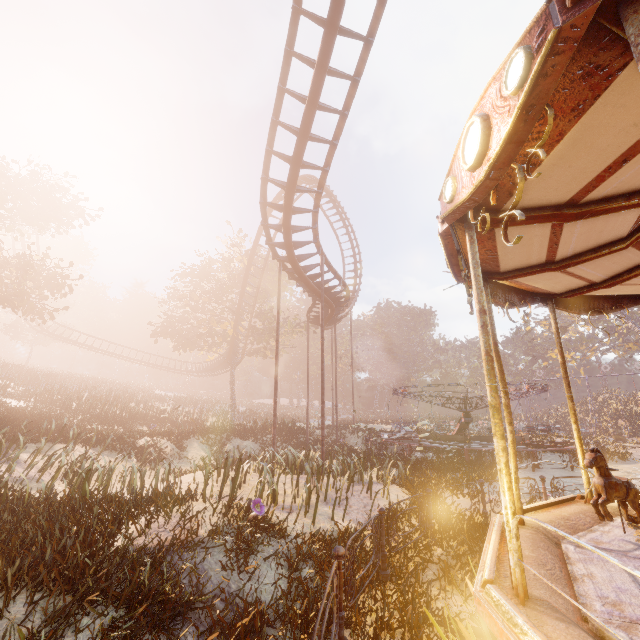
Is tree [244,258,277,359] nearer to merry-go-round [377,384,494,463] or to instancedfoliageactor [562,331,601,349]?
merry-go-round [377,384,494,463]

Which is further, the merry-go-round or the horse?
the merry-go-round

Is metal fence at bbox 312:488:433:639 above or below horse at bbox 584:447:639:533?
below

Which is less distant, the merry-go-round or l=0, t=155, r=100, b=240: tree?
the merry-go-round

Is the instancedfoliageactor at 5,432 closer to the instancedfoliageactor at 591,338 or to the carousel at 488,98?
the carousel at 488,98

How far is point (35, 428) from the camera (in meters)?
14.45

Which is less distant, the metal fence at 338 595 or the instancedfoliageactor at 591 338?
the metal fence at 338 595

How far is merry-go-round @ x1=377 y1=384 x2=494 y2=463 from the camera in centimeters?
1705cm
